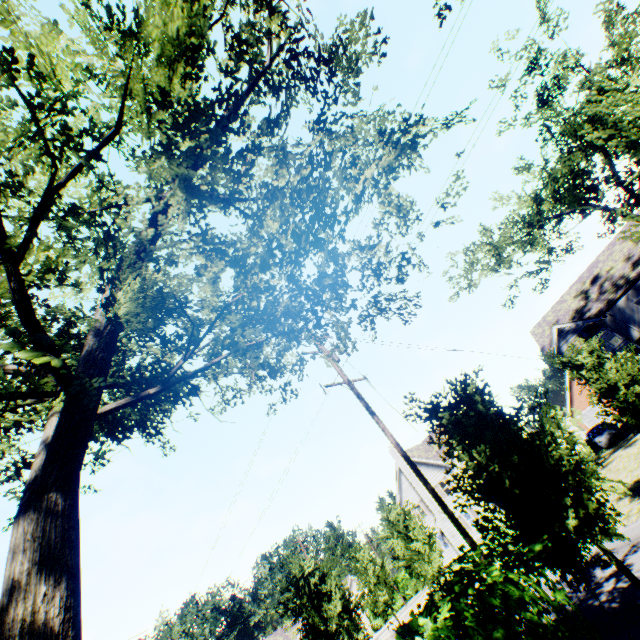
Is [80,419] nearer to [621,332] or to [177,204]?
[177,204]

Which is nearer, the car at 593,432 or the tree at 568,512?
the tree at 568,512

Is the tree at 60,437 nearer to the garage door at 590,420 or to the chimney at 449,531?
the chimney at 449,531

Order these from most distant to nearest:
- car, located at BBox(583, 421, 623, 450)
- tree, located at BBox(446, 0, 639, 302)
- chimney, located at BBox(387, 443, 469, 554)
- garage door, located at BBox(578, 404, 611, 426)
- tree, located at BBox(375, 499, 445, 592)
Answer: garage door, located at BBox(578, 404, 611, 426) < chimney, located at BBox(387, 443, 469, 554) < car, located at BBox(583, 421, 623, 450) < tree, located at BBox(375, 499, 445, 592) < tree, located at BBox(446, 0, 639, 302)

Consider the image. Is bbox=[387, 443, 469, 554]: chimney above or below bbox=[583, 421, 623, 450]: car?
above

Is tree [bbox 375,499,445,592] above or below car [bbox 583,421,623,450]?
above

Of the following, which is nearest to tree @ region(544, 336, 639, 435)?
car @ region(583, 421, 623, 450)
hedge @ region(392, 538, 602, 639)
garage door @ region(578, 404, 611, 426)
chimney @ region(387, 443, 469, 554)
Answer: hedge @ region(392, 538, 602, 639)

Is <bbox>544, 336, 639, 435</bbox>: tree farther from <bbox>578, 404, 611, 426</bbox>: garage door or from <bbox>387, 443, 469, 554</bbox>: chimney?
<bbox>578, 404, 611, 426</bbox>: garage door
